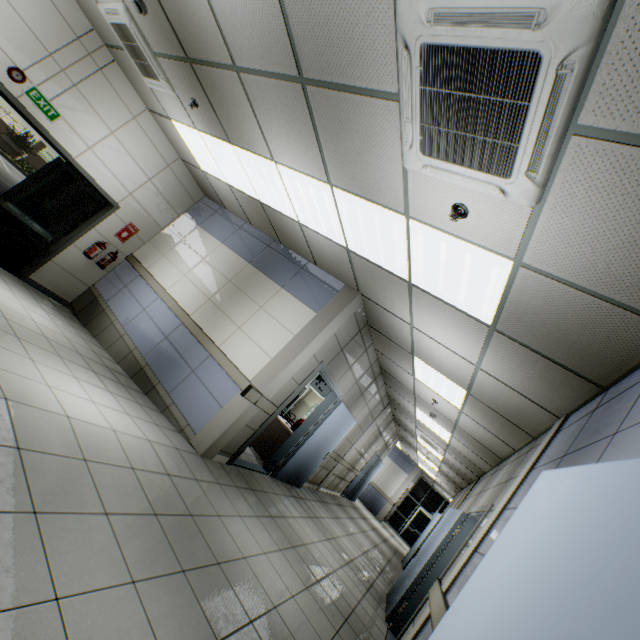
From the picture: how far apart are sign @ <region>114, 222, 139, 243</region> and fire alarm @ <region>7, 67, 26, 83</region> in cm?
261

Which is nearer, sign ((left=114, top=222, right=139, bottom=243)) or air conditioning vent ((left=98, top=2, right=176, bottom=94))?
air conditioning vent ((left=98, top=2, right=176, bottom=94))

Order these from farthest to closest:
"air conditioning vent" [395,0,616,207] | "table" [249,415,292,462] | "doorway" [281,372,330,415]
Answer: "doorway" [281,372,330,415], "table" [249,415,292,462], "air conditioning vent" [395,0,616,207]

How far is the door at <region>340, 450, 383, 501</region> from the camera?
12.91m

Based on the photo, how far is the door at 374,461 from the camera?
12.9m

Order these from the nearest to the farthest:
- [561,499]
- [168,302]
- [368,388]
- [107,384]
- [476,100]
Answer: [561,499] → [476,100] → [107,384] → [168,302] → [368,388]

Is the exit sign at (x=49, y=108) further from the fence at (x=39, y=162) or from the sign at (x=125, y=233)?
the fence at (x=39, y=162)

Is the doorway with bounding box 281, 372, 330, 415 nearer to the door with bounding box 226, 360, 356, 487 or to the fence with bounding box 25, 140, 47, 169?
the door with bounding box 226, 360, 356, 487
